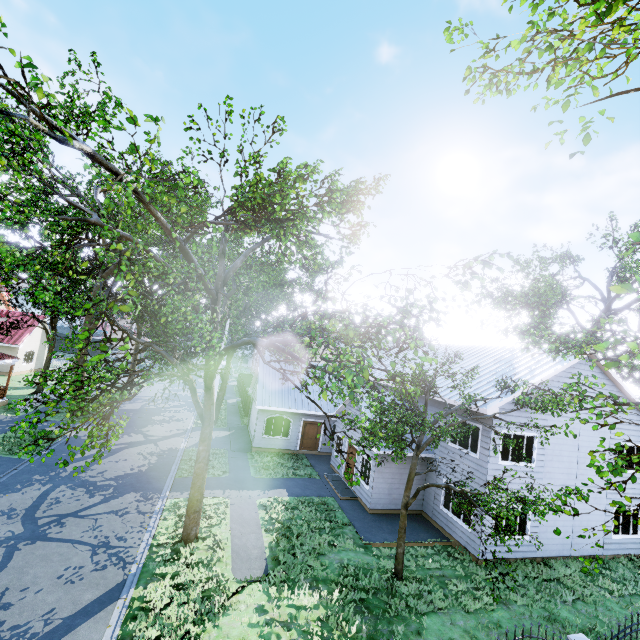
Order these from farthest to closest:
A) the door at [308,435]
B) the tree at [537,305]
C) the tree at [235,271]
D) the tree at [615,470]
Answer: the door at [308,435] → the tree at [615,470] → the tree at [235,271] → the tree at [537,305]

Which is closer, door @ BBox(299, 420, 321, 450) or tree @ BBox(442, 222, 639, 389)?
tree @ BBox(442, 222, 639, 389)

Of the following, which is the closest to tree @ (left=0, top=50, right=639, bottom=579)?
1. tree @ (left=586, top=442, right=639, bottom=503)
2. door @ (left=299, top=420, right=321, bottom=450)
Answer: tree @ (left=586, top=442, right=639, bottom=503)

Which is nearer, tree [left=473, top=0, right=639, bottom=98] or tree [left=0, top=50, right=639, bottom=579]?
tree [left=473, top=0, right=639, bottom=98]

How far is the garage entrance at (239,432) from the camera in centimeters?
2208cm

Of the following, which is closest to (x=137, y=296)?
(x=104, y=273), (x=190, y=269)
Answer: (x=190, y=269)

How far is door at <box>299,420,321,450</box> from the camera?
23.2 meters

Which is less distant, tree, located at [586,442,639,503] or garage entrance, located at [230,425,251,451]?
tree, located at [586,442,639,503]
